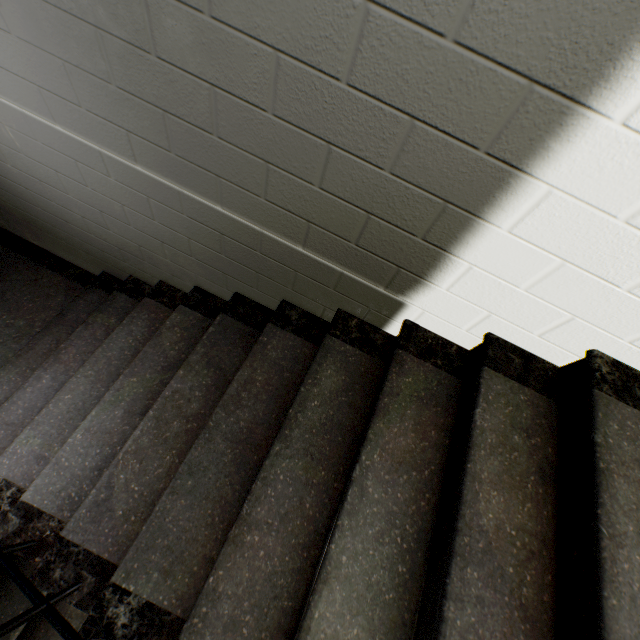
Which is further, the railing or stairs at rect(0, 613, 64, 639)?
stairs at rect(0, 613, 64, 639)

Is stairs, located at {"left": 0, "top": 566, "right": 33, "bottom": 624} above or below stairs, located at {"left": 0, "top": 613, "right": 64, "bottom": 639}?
above

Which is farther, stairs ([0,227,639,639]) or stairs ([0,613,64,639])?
stairs ([0,613,64,639])

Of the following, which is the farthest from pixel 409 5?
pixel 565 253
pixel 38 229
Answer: pixel 38 229

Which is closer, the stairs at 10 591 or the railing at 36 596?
the railing at 36 596

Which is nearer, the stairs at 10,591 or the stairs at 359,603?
the stairs at 359,603
